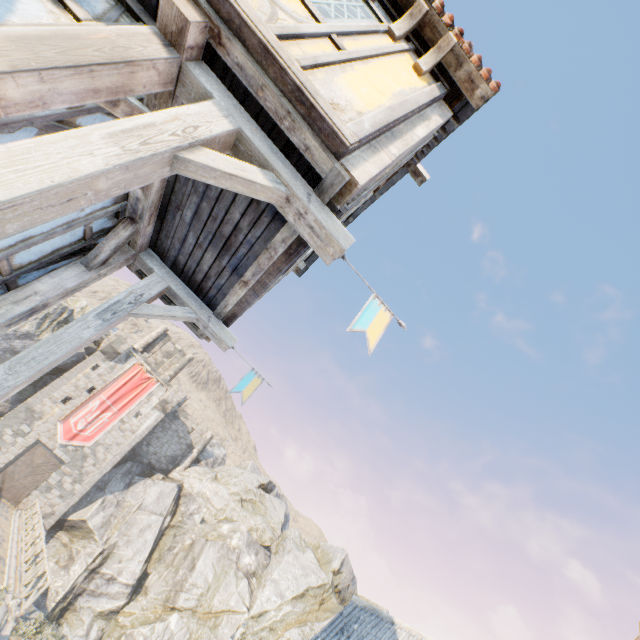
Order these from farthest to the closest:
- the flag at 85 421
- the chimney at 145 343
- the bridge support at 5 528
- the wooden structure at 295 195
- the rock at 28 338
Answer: the chimney at 145 343, the flag at 85 421, the rock at 28 338, the bridge support at 5 528, the wooden structure at 295 195

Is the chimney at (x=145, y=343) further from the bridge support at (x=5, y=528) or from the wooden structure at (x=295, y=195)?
the wooden structure at (x=295, y=195)

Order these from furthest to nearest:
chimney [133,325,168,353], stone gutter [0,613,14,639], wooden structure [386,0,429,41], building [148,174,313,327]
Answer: chimney [133,325,168,353]
stone gutter [0,613,14,639]
wooden structure [386,0,429,41]
building [148,174,313,327]

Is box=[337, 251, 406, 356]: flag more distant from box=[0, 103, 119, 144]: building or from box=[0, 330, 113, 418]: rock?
box=[0, 330, 113, 418]: rock

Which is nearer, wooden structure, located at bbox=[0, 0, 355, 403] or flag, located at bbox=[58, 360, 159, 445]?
wooden structure, located at bbox=[0, 0, 355, 403]

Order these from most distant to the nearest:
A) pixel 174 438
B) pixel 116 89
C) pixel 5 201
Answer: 1. pixel 174 438
2. pixel 116 89
3. pixel 5 201

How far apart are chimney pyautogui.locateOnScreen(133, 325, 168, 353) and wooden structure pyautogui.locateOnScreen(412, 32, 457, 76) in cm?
4031

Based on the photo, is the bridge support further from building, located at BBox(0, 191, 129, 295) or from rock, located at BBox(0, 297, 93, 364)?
building, located at BBox(0, 191, 129, 295)
